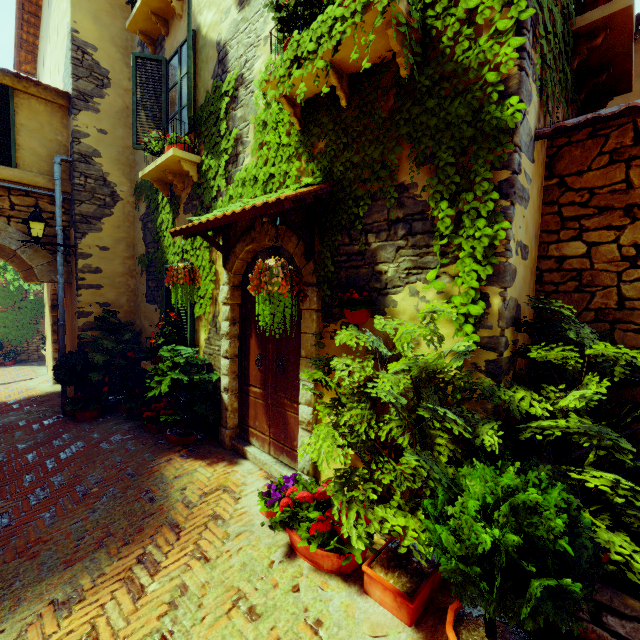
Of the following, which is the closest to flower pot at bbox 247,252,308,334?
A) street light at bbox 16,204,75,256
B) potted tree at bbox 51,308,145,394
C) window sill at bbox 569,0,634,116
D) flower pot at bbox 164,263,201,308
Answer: flower pot at bbox 164,263,201,308

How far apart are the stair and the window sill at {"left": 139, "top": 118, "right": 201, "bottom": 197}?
4.09m

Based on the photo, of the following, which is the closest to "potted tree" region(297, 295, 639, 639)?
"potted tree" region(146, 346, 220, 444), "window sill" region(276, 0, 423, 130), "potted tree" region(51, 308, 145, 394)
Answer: "window sill" region(276, 0, 423, 130)

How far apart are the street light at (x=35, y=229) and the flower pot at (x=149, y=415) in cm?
318

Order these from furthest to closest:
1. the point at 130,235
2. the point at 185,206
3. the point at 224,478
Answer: the point at 130,235 < the point at 185,206 < the point at 224,478

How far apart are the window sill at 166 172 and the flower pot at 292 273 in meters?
3.0 m

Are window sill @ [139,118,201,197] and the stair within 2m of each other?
no

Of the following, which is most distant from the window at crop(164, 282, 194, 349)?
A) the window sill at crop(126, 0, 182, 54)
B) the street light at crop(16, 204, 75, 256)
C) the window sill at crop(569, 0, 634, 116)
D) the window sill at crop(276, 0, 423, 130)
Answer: the window sill at crop(569, 0, 634, 116)
